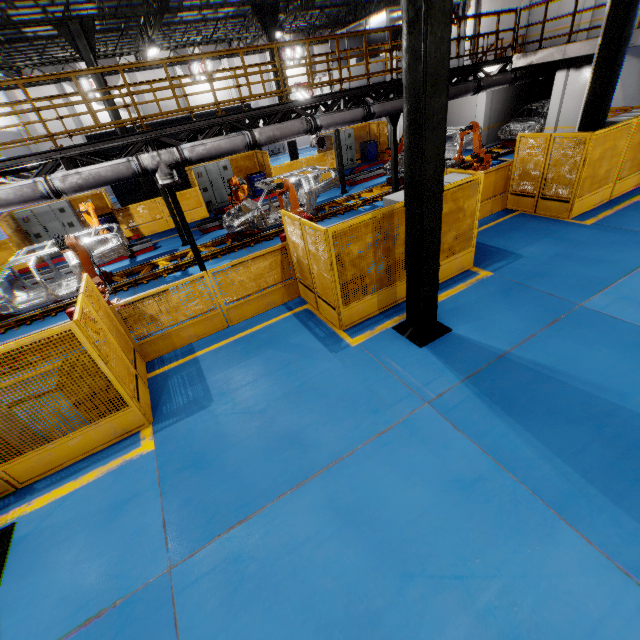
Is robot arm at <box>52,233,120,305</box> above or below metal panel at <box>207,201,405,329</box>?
above

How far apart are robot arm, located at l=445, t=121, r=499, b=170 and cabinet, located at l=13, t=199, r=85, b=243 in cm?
1743

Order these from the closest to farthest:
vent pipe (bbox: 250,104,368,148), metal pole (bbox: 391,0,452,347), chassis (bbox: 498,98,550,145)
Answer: metal pole (bbox: 391,0,452,347) → vent pipe (bbox: 250,104,368,148) → chassis (bbox: 498,98,550,145)

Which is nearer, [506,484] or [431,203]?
[506,484]

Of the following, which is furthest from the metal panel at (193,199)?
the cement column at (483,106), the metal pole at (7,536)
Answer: the cement column at (483,106)

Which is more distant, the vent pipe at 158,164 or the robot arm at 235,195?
the robot arm at 235,195

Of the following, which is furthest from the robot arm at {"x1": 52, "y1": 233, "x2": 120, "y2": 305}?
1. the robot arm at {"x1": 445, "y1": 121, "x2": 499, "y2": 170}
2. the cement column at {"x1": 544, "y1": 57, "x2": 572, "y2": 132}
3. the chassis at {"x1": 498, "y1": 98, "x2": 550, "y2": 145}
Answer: the cement column at {"x1": 544, "y1": 57, "x2": 572, "y2": 132}

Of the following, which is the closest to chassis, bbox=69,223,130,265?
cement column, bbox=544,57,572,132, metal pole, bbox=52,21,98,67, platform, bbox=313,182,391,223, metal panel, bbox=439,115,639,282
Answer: platform, bbox=313,182,391,223
